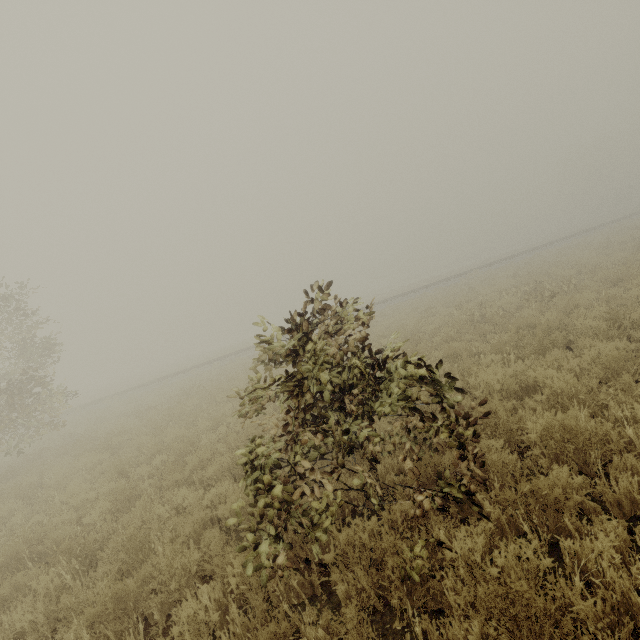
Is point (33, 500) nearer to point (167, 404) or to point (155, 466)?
point (155, 466)
